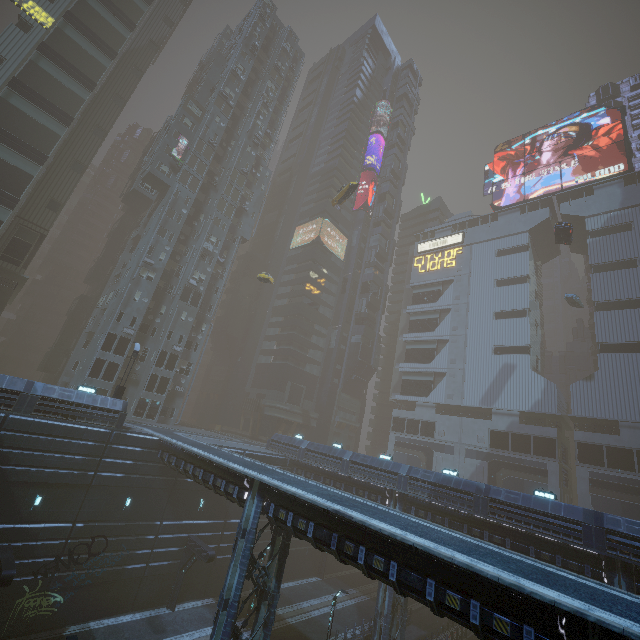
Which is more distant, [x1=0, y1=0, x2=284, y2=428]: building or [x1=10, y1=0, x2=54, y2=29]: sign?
[x1=10, y1=0, x2=54, y2=29]: sign

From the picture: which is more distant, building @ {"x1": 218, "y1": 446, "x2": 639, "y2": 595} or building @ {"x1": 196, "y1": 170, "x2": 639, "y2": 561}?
building @ {"x1": 196, "y1": 170, "x2": 639, "y2": 561}

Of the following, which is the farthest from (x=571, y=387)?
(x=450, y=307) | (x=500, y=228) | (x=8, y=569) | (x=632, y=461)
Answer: (x=8, y=569)

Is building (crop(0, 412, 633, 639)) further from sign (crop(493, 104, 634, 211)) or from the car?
the car

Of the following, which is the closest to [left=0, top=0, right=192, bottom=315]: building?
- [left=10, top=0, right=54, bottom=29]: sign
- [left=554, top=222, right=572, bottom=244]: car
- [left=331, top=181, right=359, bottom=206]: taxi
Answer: [left=10, top=0, right=54, bottom=29]: sign

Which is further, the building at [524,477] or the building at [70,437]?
the building at [524,477]

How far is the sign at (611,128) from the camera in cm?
5009
